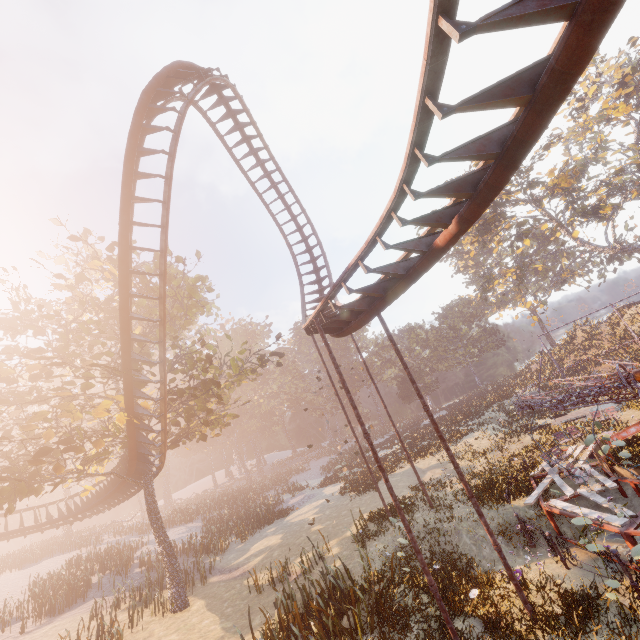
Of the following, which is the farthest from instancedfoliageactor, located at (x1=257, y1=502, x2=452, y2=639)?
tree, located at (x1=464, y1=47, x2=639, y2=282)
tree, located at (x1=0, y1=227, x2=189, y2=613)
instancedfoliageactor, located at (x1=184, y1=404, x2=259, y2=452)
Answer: tree, located at (x1=464, y1=47, x2=639, y2=282)

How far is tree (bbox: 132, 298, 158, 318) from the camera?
17.1 meters

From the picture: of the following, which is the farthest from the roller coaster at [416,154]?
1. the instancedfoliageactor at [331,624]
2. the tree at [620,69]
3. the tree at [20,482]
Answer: the tree at [620,69]

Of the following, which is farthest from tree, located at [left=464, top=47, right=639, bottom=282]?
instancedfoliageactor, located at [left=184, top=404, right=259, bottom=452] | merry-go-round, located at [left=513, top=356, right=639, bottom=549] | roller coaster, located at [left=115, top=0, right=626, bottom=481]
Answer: roller coaster, located at [left=115, top=0, right=626, bottom=481]

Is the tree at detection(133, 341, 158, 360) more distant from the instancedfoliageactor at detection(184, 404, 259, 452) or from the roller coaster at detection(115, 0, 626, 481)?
the instancedfoliageactor at detection(184, 404, 259, 452)

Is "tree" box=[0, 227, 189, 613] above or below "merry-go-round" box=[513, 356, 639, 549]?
above

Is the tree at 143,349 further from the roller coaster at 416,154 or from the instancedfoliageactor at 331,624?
the instancedfoliageactor at 331,624

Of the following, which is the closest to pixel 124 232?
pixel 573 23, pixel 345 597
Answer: pixel 573 23
